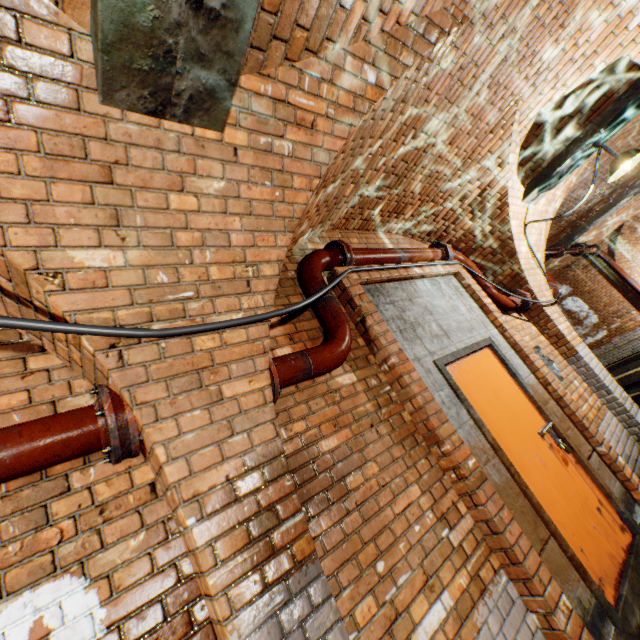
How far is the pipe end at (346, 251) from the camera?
3.15m

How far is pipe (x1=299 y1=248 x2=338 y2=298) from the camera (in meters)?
2.78

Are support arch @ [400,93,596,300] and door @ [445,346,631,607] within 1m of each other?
no

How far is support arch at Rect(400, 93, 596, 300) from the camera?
3.77m

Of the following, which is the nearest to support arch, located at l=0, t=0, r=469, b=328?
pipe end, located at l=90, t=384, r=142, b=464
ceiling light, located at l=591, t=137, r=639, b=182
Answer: pipe end, located at l=90, t=384, r=142, b=464

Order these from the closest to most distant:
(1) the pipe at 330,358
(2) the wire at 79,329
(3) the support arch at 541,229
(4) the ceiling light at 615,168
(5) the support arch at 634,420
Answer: (2) the wire at 79,329 < (1) the pipe at 330,358 < (4) the ceiling light at 615,168 < (5) the support arch at 634,420 < (3) the support arch at 541,229

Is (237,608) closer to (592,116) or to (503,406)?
(503,406)

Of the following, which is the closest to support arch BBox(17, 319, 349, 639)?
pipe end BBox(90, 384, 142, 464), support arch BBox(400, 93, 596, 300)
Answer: pipe end BBox(90, 384, 142, 464)
